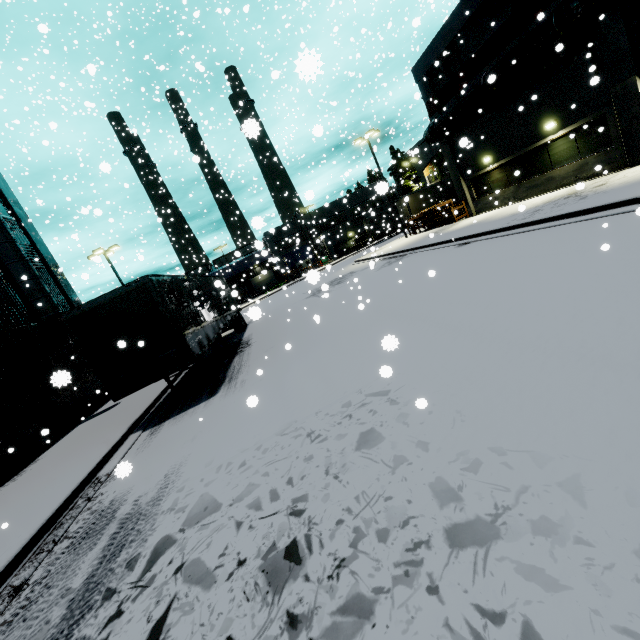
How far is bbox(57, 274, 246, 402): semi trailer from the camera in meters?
9.0

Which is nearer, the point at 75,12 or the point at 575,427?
the point at 575,427

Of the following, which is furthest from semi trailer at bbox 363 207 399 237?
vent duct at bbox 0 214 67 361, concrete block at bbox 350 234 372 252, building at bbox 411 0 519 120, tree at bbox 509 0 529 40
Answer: tree at bbox 509 0 529 40

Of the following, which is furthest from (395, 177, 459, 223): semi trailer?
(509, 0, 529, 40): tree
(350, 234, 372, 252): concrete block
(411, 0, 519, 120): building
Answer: (509, 0, 529, 40): tree

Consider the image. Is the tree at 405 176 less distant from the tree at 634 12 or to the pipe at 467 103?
the pipe at 467 103

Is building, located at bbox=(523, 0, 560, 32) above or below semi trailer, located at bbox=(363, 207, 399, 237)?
above

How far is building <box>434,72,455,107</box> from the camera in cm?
2030

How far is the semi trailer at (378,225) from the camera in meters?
32.8
